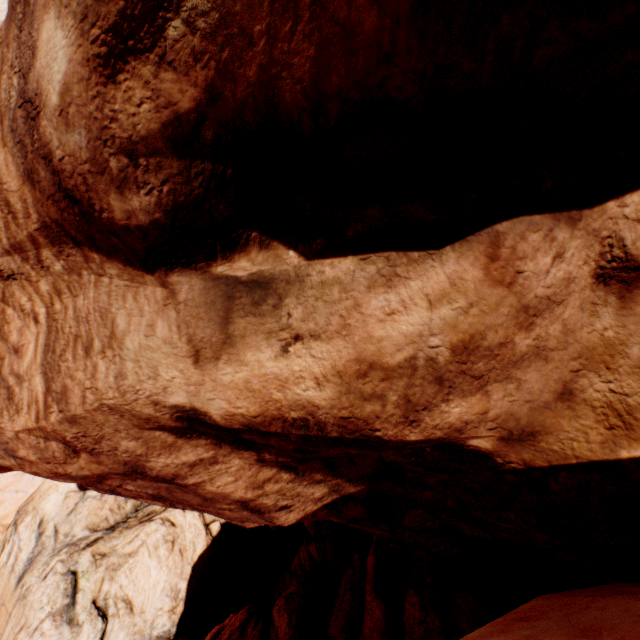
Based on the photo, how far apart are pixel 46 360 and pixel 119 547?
12.3 meters
